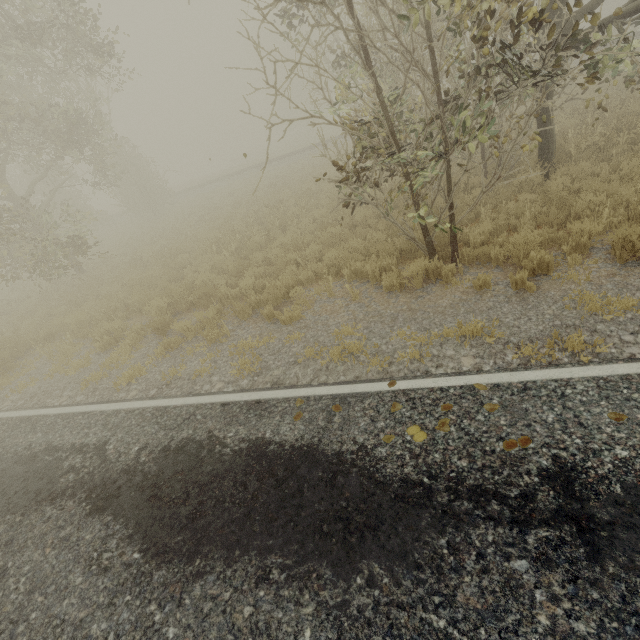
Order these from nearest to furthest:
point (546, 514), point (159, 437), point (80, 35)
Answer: point (546, 514) < point (159, 437) < point (80, 35)

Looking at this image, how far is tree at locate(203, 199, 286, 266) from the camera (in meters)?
10.59

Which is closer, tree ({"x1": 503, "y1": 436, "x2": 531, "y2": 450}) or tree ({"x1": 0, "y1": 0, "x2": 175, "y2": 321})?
tree ({"x1": 503, "y1": 436, "x2": 531, "y2": 450})

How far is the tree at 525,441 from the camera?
3.0m

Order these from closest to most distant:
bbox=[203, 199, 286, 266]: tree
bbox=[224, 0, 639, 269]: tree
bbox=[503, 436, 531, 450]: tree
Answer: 1. bbox=[503, 436, 531, 450]: tree
2. bbox=[224, 0, 639, 269]: tree
3. bbox=[203, 199, 286, 266]: tree

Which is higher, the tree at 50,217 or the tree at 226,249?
the tree at 50,217
